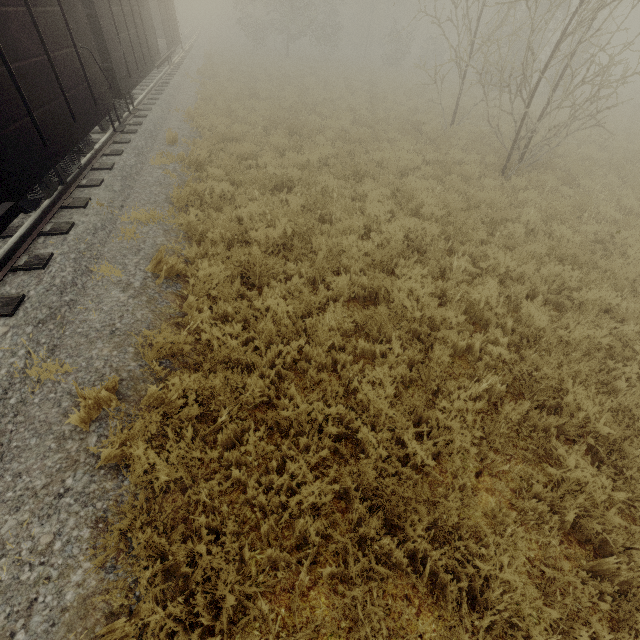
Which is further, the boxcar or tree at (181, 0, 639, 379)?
tree at (181, 0, 639, 379)

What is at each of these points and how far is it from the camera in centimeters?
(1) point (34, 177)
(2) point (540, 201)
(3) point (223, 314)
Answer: (1) boxcar, 417cm
(2) tree, 838cm
(3) tree, 494cm

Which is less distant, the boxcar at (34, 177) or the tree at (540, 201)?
the boxcar at (34, 177)

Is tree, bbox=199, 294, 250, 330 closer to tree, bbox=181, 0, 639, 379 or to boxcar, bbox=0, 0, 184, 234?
boxcar, bbox=0, 0, 184, 234

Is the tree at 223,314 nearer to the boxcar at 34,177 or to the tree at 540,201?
the boxcar at 34,177

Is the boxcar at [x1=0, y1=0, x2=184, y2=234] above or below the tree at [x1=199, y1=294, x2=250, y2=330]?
above

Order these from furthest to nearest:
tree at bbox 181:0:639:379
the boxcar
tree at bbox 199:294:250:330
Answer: tree at bbox 181:0:639:379 → tree at bbox 199:294:250:330 → the boxcar
